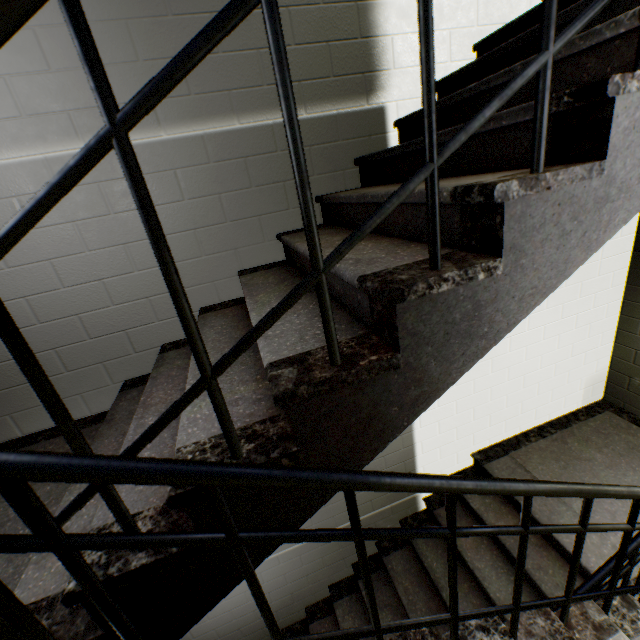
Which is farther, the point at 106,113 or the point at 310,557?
the point at 310,557

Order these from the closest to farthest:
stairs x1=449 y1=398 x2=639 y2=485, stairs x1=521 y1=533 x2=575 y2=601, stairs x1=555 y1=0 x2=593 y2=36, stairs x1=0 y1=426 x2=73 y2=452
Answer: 1. stairs x1=555 y1=0 x2=593 y2=36
2. stairs x1=0 y1=426 x2=73 y2=452
3. stairs x1=521 y1=533 x2=575 y2=601
4. stairs x1=449 y1=398 x2=639 y2=485

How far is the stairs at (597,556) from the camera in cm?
235

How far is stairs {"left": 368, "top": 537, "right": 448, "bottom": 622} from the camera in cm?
285

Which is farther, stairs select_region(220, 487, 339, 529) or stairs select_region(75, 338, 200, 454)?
stairs select_region(75, 338, 200, 454)
